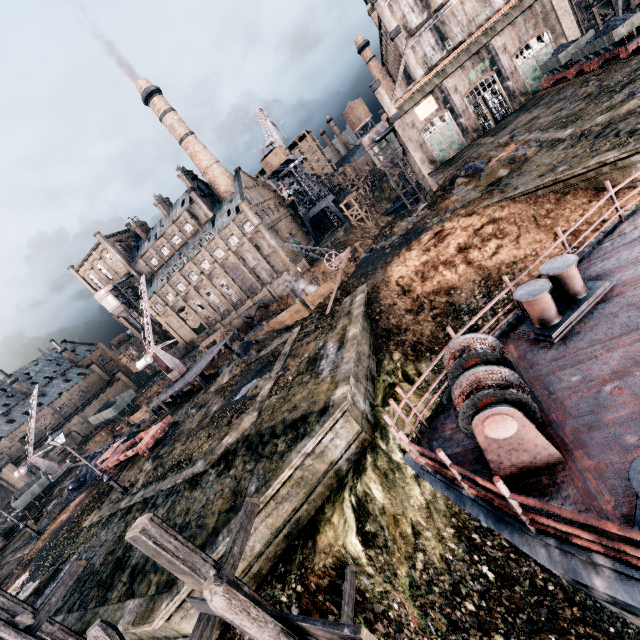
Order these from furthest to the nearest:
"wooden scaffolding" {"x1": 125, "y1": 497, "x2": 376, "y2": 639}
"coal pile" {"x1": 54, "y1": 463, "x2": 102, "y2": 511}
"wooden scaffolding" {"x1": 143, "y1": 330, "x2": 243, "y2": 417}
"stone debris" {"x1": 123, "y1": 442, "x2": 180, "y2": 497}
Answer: "wooden scaffolding" {"x1": 143, "y1": 330, "x2": 243, "y2": 417} → "coal pile" {"x1": 54, "y1": 463, "x2": 102, "y2": 511} → "stone debris" {"x1": 123, "y1": 442, "x2": 180, "y2": 497} → "wooden scaffolding" {"x1": 125, "y1": 497, "x2": 376, "y2": 639}

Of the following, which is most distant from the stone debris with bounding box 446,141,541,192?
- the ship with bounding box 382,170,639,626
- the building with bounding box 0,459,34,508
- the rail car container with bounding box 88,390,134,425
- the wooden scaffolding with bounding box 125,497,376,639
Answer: the building with bounding box 0,459,34,508

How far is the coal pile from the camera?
28.3m

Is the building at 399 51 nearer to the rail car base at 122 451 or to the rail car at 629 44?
the rail car at 629 44

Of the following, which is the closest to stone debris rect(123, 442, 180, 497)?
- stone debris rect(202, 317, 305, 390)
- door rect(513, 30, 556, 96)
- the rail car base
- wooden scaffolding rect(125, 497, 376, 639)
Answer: the rail car base

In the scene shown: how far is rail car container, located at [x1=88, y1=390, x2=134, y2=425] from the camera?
56.8 meters

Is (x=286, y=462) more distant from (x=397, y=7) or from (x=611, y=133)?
(x=397, y=7)

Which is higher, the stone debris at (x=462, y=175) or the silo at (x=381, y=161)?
the silo at (x=381, y=161)
